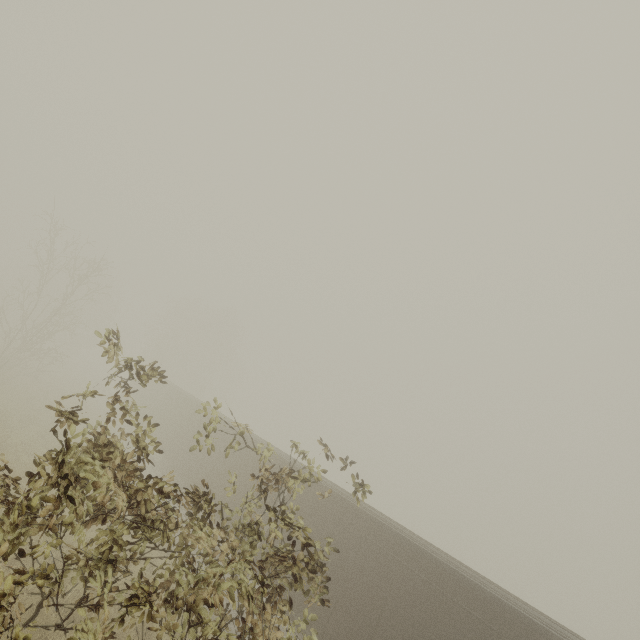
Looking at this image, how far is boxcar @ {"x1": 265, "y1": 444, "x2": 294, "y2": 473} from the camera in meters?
13.8

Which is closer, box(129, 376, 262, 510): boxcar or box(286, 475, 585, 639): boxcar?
box(286, 475, 585, 639): boxcar

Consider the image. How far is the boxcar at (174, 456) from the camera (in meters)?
15.02

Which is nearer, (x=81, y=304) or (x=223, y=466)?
(x=223, y=466)

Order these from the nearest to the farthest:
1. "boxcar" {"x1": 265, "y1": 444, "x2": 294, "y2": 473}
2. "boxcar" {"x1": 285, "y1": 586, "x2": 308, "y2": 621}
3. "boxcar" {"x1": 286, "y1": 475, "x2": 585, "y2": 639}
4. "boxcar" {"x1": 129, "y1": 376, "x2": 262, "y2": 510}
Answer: "boxcar" {"x1": 286, "y1": 475, "x2": 585, "y2": 639} → "boxcar" {"x1": 285, "y1": 586, "x2": 308, "y2": 621} → "boxcar" {"x1": 265, "y1": 444, "x2": 294, "y2": 473} → "boxcar" {"x1": 129, "y1": 376, "x2": 262, "y2": 510}

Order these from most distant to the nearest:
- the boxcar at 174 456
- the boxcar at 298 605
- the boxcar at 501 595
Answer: the boxcar at 174 456 < the boxcar at 298 605 < the boxcar at 501 595

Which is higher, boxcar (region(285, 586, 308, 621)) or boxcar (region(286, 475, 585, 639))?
boxcar (region(286, 475, 585, 639))
